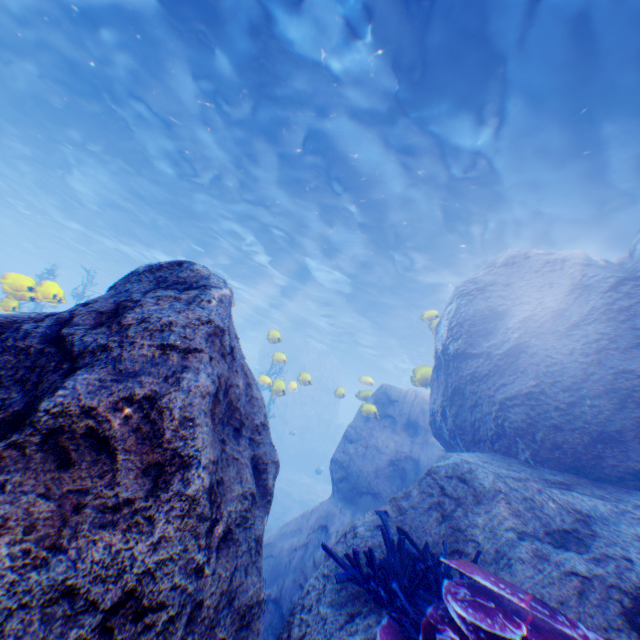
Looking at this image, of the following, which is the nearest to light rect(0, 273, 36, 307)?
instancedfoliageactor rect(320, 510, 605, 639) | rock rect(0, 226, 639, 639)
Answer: rock rect(0, 226, 639, 639)

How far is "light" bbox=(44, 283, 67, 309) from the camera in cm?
764

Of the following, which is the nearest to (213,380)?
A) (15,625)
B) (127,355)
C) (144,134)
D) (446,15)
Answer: (127,355)

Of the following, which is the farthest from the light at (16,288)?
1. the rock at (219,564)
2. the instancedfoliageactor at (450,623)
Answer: the instancedfoliageactor at (450,623)

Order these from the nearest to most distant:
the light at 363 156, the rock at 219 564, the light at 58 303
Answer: the rock at 219 564
the light at 363 156
the light at 58 303

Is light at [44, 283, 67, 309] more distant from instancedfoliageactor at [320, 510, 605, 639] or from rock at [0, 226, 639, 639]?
instancedfoliageactor at [320, 510, 605, 639]

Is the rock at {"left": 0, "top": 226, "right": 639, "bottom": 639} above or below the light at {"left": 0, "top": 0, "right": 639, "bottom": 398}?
below
